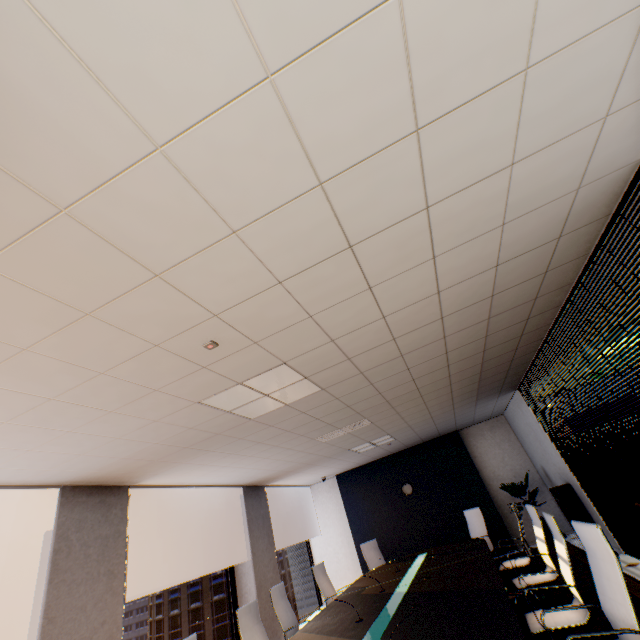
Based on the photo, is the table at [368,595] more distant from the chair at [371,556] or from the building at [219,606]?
the building at [219,606]

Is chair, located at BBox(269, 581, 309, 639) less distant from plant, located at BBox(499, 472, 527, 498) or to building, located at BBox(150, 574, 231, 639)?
plant, located at BBox(499, 472, 527, 498)

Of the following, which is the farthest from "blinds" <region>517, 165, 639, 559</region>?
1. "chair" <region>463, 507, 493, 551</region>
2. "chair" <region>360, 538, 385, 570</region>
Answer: "chair" <region>360, 538, 385, 570</region>

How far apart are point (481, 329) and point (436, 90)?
2.87m

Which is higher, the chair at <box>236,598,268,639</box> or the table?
the chair at <box>236,598,268,639</box>

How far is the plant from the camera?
7.6 meters

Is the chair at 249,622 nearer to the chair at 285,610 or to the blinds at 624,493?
the chair at 285,610

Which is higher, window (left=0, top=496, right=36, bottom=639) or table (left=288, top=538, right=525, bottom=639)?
window (left=0, top=496, right=36, bottom=639)
